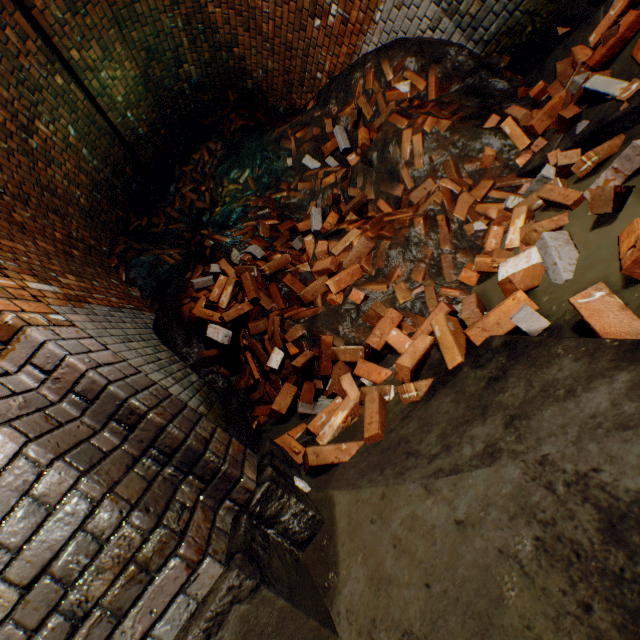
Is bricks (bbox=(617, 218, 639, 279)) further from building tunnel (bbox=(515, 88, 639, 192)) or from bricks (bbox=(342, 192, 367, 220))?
bricks (bbox=(342, 192, 367, 220))

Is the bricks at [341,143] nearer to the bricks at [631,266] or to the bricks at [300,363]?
the bricks at [300,363]

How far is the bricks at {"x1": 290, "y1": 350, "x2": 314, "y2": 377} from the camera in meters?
2.5

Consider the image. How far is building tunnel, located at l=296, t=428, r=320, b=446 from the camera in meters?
1.9

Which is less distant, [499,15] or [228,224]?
[499,15]

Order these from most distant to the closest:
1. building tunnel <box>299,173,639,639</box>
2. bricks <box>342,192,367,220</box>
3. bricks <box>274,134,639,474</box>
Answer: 1. bricks <box>342,192,367,220</box>
2. bricks <box>274,134,639,474</box>
3. building tunnel <box>299,173,639,639</box>

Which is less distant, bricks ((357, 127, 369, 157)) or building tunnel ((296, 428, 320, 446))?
building tunnel ((296, 428, 320, 446))

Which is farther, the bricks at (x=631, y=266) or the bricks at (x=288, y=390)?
the bricks at (x=288, y=390)
